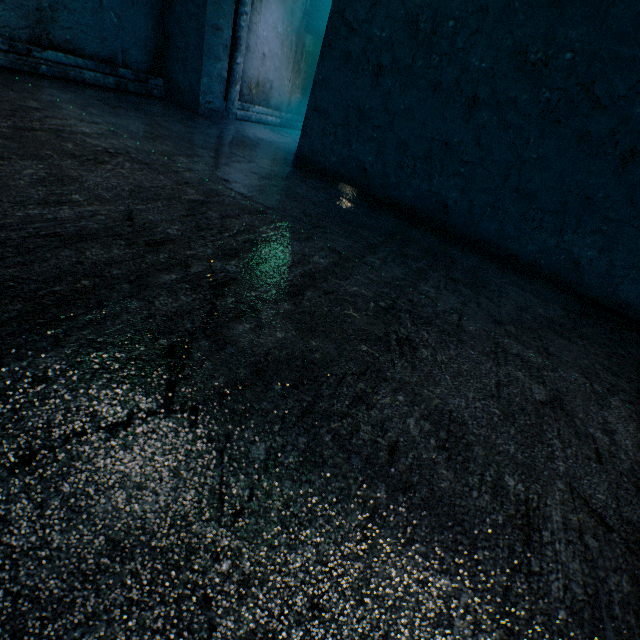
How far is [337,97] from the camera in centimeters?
314cm
